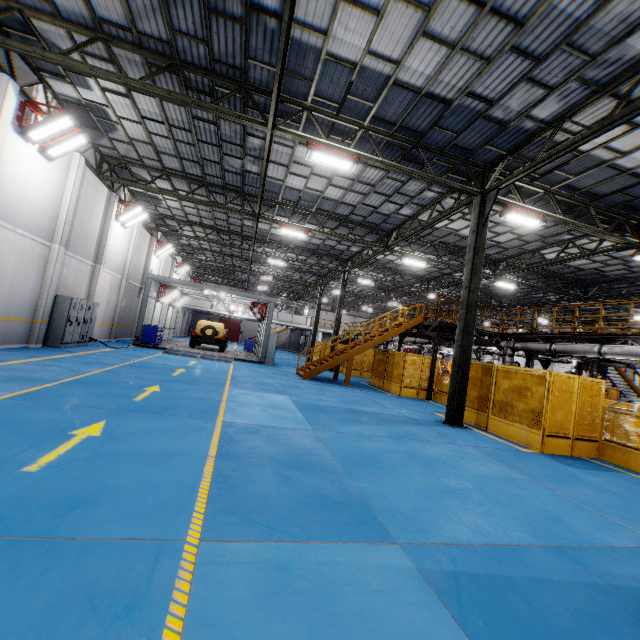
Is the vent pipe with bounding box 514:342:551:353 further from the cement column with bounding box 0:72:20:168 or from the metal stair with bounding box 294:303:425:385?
the cement column with bounding box 0:72:20:168

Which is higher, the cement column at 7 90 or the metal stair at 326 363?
the cement column at 7 90

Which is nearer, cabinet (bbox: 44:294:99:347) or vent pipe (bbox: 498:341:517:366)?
cabinet (bbox: 44:294:99:347)

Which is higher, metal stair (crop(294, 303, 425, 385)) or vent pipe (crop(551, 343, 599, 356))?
vent pipe (crop(551, 343, 599, 356))

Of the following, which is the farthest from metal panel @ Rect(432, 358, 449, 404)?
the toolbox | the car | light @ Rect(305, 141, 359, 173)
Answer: Result: the toolbox

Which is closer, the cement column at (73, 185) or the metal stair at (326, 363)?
the cement column at (73, 185)

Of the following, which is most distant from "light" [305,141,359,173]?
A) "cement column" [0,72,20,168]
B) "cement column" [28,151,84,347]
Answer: "cement column" [28,151,84,347]

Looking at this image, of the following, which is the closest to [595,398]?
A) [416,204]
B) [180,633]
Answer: [416,204]
